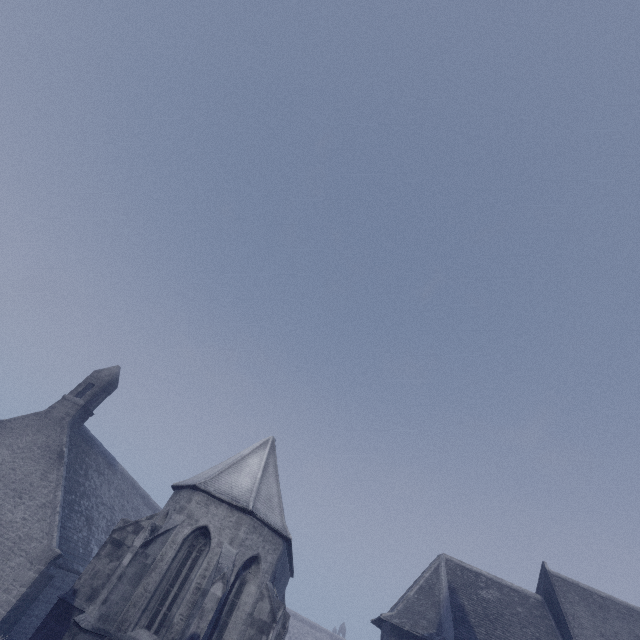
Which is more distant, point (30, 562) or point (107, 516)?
point (107, 516)
